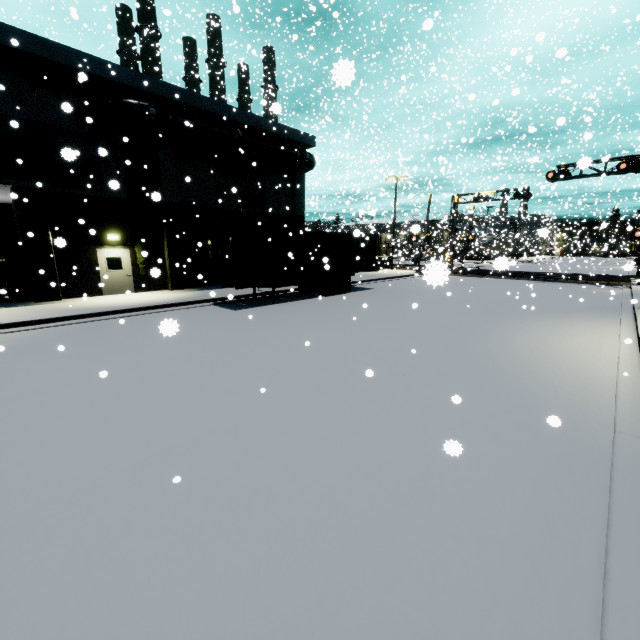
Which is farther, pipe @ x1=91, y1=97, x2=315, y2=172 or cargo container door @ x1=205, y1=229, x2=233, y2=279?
pipe @ x1=91, y1=97, x2=315, y2=172

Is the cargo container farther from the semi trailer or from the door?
the door

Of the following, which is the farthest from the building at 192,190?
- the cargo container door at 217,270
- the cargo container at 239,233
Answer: Answer: the cargo container door at 217,270

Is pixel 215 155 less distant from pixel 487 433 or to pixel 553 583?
pixel 487 433

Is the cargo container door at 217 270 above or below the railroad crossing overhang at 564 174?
below

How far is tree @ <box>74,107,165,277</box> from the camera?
15.17m

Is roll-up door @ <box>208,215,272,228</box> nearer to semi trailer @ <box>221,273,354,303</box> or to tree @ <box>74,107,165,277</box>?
tree @ <box>74,107,165,277</box>

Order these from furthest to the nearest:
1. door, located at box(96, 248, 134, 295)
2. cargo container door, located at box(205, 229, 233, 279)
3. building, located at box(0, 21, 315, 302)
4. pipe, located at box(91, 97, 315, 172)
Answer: door, located at box(96, 248, 134, 295)
pipe, located at box(91, 97, 315, 172)
cargo container door, located at box(205, 229, 233, 279)
building, located at box(0, 21, 315, 302)
